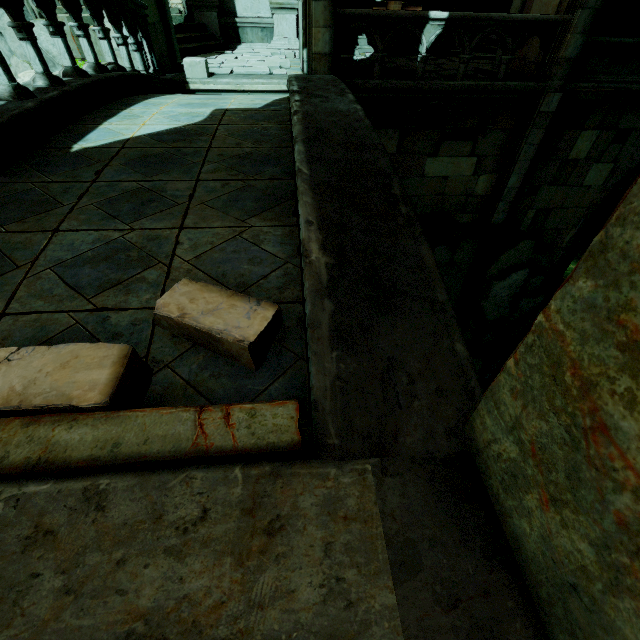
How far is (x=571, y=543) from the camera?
0.84m

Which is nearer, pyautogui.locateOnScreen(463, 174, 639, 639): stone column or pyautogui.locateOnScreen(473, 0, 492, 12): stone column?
pyautogui.locateOnScreen(463, 174, 639, 639): stone column

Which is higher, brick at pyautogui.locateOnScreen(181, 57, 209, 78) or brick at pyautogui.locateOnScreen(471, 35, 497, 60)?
brick at pyautogui.locateOnScreen(471, 35, 497, 60)

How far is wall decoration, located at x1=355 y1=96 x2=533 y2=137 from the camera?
8.0 meters

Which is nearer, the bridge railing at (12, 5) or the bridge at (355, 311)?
the bridge at (355, 311)

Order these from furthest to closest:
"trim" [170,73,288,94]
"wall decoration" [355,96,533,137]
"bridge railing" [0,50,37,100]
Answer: "wall decoration" [355,96,533,137], "trim" [170,73,288,94], "bridge railing" [0,50,37,100]

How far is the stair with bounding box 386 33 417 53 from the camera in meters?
10.8 m

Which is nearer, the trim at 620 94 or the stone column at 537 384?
the stone column at 537 384
